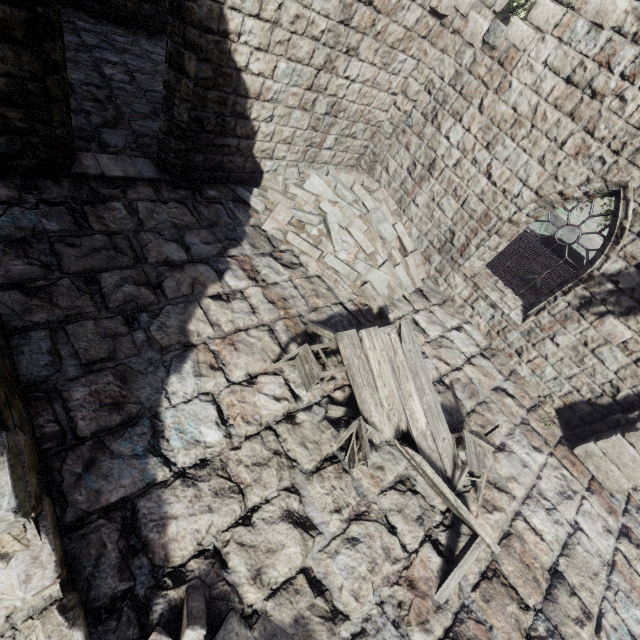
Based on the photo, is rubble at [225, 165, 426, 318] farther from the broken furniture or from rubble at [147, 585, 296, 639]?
rubble at [147, 585, 296, 639]

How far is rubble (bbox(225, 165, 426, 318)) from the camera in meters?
7.4

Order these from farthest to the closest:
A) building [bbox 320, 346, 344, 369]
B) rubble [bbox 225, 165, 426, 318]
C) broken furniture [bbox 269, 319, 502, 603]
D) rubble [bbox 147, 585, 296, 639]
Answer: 1. rubble [bbox 225, 165, 426, 318]
2. building [bbox 320, 346, 344, 369]
3. broken furniture [bbox 269, 319, 502, 603]
4. rubble [bbox 147, 585, 296, 639]

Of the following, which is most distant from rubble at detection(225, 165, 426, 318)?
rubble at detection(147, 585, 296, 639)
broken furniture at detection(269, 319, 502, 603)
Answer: rubble at detection(147, 585, 296, 639)

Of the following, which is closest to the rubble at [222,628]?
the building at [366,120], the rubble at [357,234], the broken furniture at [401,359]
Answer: the building at [366,120]

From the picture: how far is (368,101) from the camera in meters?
8.2 m

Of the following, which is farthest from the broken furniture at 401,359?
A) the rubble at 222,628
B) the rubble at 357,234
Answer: the rubble at 222,628

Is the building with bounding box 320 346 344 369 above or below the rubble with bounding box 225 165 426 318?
below
